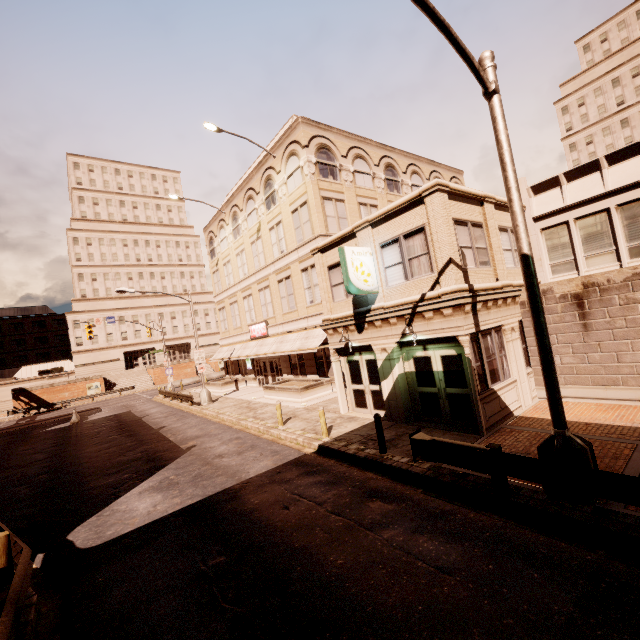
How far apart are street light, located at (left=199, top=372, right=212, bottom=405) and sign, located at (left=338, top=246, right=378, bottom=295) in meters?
17.8

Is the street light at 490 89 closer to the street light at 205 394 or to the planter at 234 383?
the street light at 205 394

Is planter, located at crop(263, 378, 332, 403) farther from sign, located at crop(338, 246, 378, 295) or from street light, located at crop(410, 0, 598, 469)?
street light, located at crop(410, 0, 598, 469)

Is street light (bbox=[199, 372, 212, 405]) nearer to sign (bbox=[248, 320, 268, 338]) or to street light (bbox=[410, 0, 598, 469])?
sign (bbox=[248, 320, 268, 338])

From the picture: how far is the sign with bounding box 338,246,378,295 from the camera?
12.0m

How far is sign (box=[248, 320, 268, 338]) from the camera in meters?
27.8 m

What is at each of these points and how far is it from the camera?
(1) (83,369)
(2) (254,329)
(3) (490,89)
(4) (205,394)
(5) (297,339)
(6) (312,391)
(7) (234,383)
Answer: (1) building, 57.4m
(2) sign, 29.6m
(3) street light, 6.7m
(4) street light, 25.6m
(5) awning, 23.0m
(6) planter, 20.3m
(7) planter, 31.7m

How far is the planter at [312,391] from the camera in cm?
2000
